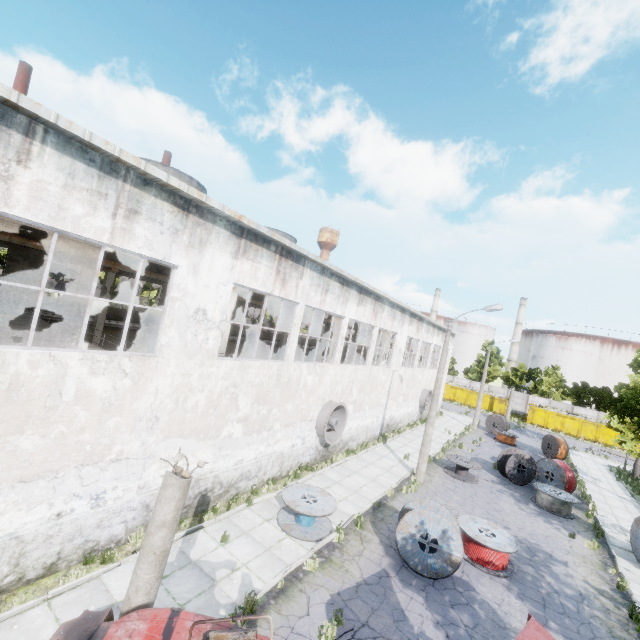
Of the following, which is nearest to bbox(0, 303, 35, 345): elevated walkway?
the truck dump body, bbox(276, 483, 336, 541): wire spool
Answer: bbox(276, 483, 336, 541): wire spool

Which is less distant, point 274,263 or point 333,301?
point 274,263

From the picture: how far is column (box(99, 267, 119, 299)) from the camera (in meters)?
21.25

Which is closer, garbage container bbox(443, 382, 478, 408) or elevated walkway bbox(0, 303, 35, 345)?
elevated walkway bbox(0, 303, 35, 345)

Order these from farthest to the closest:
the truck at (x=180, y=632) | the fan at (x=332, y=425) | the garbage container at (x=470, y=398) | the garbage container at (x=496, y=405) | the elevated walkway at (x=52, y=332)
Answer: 1. the garbage container at (x=470, y=398)
2. the garbage container at (x=496, y=405)
3. the fan at (x=332, y=425)
4. the elevated walkway at (x=52, y=332)
5. the truck at (x=180, y=632)

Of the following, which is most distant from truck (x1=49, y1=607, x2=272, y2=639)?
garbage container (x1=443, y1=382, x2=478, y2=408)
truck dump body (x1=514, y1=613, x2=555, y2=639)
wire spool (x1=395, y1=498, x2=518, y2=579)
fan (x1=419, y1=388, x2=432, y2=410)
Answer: garbage container (x1=443, y1=382, x2=478, y2=408)

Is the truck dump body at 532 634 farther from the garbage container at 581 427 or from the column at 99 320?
the garbage container at 581 427

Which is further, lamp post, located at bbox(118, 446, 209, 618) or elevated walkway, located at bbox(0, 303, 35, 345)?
elevated walkway, located at bbox(0, 303, 35, 345)
